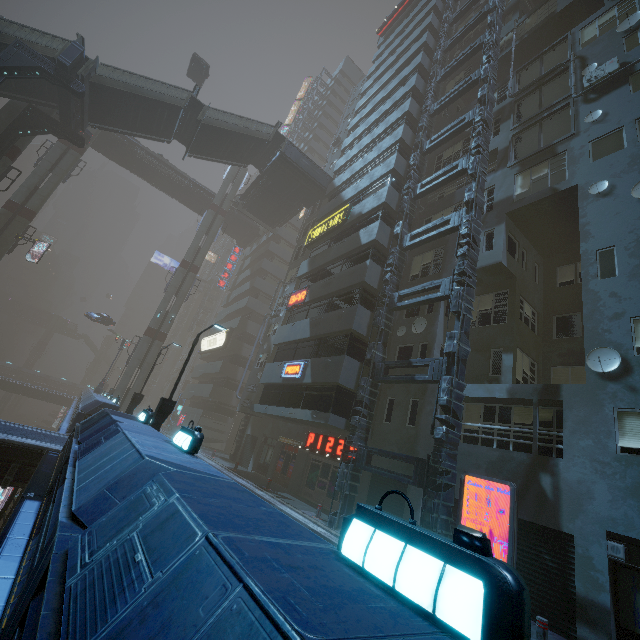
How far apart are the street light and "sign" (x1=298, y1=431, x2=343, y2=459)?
8.6m

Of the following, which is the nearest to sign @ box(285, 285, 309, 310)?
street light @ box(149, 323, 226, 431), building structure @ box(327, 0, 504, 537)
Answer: building structure @ box(327, 0, 504, 537)

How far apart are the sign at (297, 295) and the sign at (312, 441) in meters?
8.5

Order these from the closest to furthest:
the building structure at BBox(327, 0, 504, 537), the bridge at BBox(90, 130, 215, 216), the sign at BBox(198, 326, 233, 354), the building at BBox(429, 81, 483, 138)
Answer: the building structure at BBox(327, 0, 504, 537) → the building at BBox(429, 81, 483, 138) → the bridge at BBox(90, 130, 215, 216) → the sign at BBox(198, 326, 233, 354)

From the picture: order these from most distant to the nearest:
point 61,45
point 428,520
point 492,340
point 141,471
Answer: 1. point 61,45
2. point 492,340
3. point 428,520
4. point 141,471

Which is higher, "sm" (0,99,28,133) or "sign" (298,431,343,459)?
"sm" (0,99,28,133)

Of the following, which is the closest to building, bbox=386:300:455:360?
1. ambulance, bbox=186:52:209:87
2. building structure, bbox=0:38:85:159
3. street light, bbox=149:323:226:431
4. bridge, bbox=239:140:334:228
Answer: bridge, bbox=239:140:334:228

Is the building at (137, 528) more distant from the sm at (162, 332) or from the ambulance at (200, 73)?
the ambulance at (200, 73)
